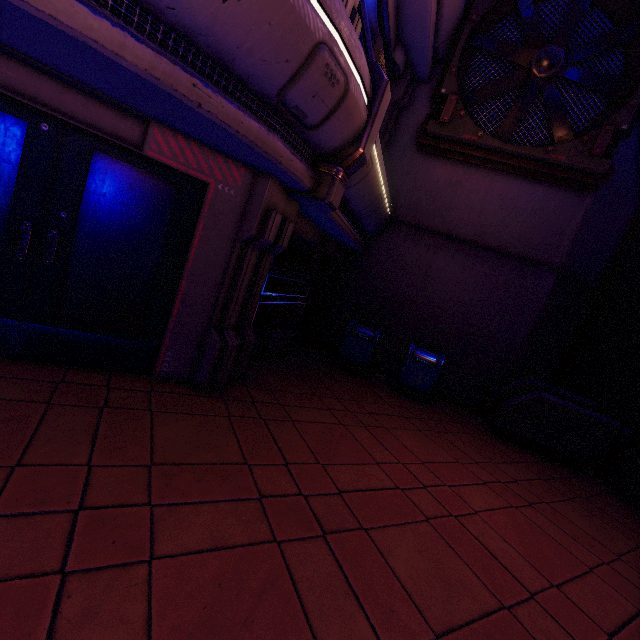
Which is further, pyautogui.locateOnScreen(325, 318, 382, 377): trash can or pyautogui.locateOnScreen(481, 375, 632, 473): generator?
pyautogui.locateOnScreen(325, 318, 382, 377): trash can

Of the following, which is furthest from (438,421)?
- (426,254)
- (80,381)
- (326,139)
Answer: (80,381)

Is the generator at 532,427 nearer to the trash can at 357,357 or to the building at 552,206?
the building at 552,206

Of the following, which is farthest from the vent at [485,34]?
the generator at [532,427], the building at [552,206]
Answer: the generator at [532,427]

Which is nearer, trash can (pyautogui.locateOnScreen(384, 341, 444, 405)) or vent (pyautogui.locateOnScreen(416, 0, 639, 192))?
vent (pyautogui.locateOnScreen(416, 0, 639, 192))

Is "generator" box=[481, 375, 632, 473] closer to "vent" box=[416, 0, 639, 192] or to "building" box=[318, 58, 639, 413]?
"building" box=[318, 58, 639, 413]

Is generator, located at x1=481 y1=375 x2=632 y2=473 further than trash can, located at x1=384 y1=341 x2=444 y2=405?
No

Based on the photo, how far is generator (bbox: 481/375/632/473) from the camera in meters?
6.5 m
